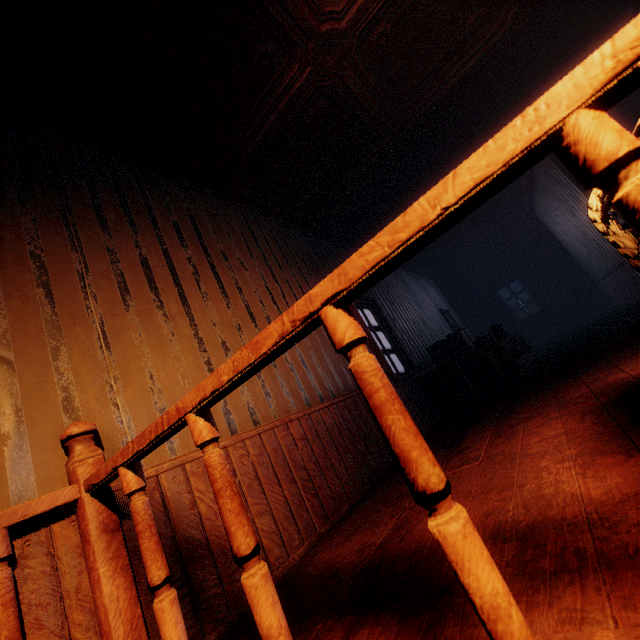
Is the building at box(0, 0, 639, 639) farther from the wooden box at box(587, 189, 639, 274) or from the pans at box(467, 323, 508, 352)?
the pans at box(467, 323, 508, 352)

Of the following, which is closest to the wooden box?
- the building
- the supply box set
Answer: the building

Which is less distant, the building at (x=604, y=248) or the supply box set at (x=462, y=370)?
the building at (x=604, y=248)

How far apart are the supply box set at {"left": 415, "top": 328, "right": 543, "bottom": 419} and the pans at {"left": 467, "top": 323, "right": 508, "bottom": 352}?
0.0m

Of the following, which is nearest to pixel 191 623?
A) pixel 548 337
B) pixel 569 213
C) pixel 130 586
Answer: pixel 130 586

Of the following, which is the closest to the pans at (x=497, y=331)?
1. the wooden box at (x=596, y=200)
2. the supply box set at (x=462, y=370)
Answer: the supply box set at (x=462, y=370)

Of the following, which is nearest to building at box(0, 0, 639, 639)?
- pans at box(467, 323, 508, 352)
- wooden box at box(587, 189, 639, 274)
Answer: wooden box at box(587, 189, 639, 274)

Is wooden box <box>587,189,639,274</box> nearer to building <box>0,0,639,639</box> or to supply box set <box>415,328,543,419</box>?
building <box>0,0,639,639</box>
